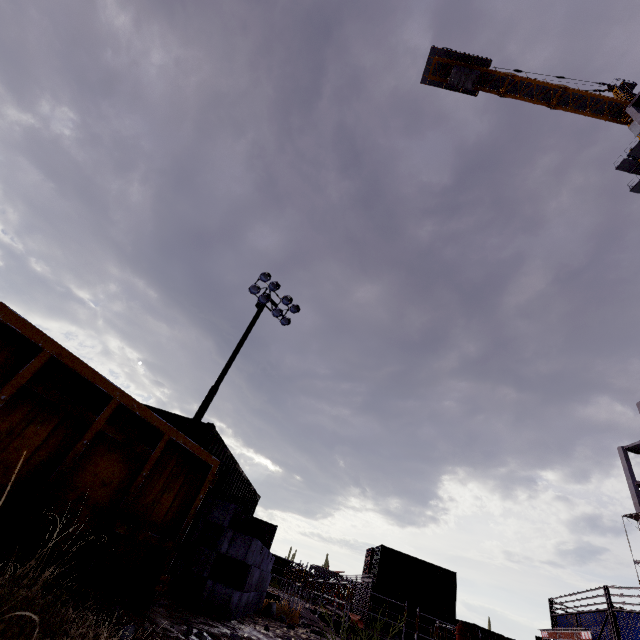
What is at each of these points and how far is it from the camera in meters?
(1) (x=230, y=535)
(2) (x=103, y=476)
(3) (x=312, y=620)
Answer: (1) concrete beam, 5.9
(2) dumpster, 3.2
(3) scaffolding, 10.8

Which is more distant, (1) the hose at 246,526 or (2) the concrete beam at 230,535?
(1) the hose at 246,526

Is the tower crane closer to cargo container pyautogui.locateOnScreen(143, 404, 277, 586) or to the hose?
cargo container pyautogui.locateOnScreen(143, 404, 277, 586)

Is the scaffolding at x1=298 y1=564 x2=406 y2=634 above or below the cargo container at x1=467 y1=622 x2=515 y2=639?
below

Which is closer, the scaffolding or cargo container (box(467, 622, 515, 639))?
the scaffolding

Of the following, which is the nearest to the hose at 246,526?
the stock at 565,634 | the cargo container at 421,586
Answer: the stock at 565,634

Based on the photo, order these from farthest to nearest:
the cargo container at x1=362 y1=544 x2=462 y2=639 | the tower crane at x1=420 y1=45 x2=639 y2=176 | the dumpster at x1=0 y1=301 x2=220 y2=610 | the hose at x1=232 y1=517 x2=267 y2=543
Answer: the tower crane at x1=420 y1=45 x2=639 y2=176 < the cargo container at x1=362 y1=544 x2=462 y2=639 < the hose at x1=232 y1=517 x2=267 y2=543 < the dumpster at x1=0 y1=301 x2=220 y2=610

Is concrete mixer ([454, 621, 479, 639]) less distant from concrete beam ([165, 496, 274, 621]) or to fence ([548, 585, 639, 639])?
fence ([548, 585, 639, 639])
